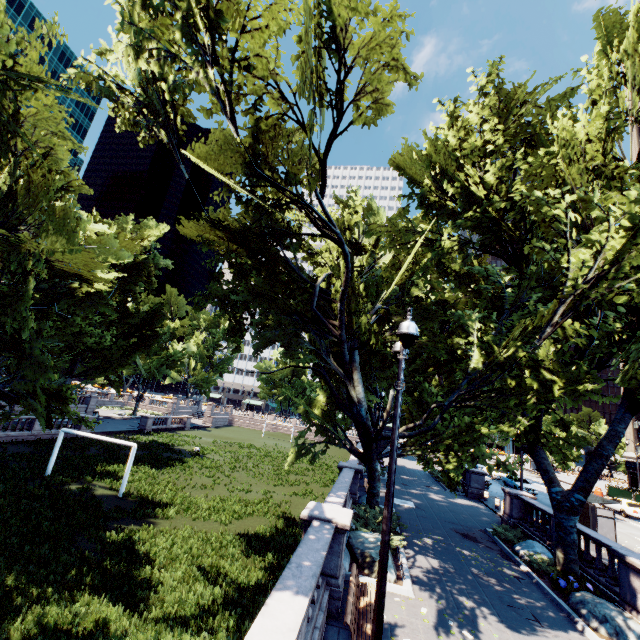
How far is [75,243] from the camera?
11.75m

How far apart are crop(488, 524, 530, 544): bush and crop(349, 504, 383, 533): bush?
7.2 meters

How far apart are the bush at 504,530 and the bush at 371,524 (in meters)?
7.21

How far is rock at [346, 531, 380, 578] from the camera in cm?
1110

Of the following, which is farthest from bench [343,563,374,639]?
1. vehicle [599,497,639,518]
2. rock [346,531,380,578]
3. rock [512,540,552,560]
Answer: vehicle [599,497,639,518]

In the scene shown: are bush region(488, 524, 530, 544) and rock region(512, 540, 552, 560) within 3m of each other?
yes

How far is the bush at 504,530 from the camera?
16.6 meters

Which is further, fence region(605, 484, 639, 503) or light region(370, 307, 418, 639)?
fence region(605, 484, 639, 503)
